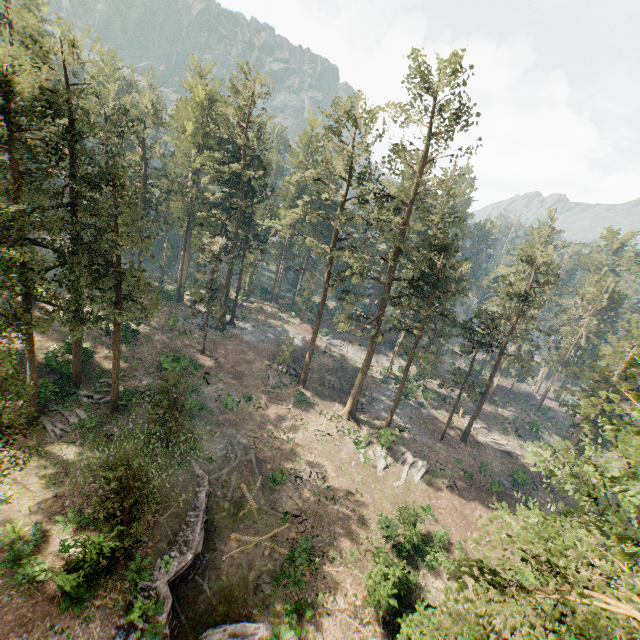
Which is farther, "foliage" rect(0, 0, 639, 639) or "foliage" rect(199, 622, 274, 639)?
"foliage" rect(199, 622, 274, 639)

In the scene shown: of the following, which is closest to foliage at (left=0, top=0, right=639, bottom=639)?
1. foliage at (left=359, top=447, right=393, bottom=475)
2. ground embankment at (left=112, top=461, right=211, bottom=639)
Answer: foliage at (left=359, top=447, right=393, bottom=475)

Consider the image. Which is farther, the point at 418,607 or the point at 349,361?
the point at 349,361

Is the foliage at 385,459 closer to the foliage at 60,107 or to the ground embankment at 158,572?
the foliage at 60,107

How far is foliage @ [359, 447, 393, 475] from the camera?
35.3m

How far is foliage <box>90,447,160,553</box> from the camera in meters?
17.4

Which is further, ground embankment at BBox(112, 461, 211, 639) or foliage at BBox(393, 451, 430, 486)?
foliage at BBox(393, 451, 430, 486)
